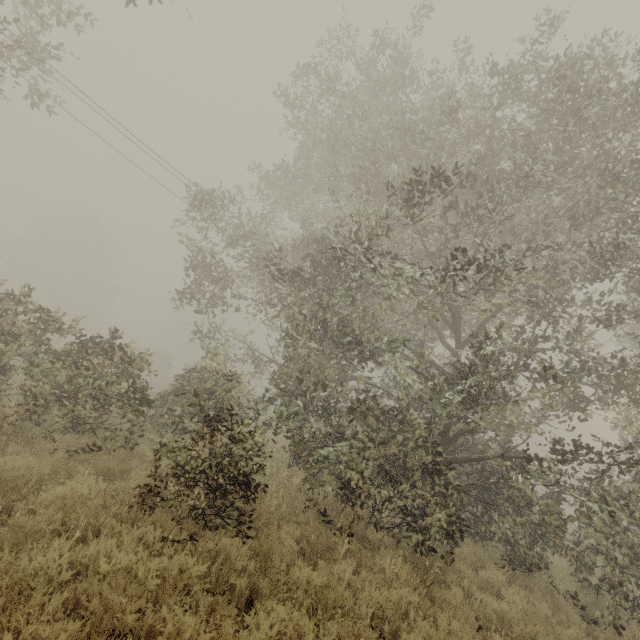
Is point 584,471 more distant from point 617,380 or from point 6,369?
point 6,369
